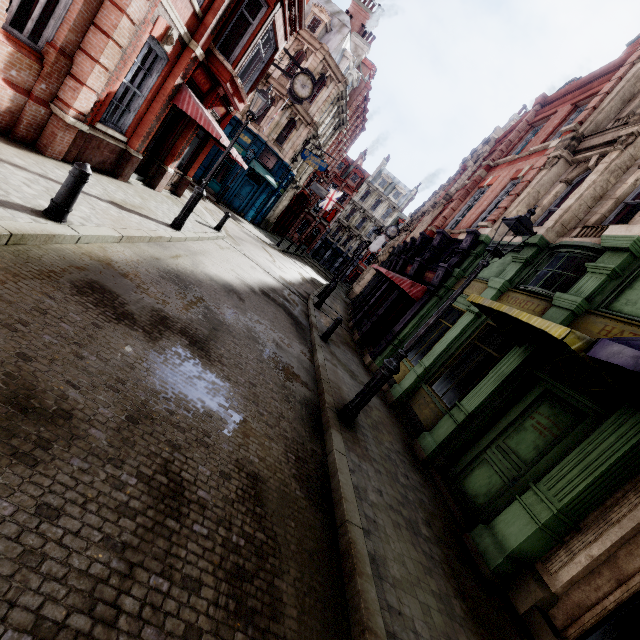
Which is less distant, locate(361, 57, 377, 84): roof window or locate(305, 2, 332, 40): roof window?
locate(305, 2, 332, 40): roof window

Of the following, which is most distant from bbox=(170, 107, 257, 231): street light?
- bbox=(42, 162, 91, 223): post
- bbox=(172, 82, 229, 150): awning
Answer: bbox=(42, 162, 91, 223): post

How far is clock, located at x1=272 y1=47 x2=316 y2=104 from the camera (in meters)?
14.11

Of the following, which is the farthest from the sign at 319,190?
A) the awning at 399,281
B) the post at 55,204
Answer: the post at 55,204

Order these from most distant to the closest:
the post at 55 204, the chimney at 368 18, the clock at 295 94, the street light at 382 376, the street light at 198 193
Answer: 1. the chimney at 368 18
2. the clock at 295 94
3. the street light at 198 193
4. the street light at 382 376
5. the post at 55 204

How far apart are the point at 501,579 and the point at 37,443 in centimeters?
605cm

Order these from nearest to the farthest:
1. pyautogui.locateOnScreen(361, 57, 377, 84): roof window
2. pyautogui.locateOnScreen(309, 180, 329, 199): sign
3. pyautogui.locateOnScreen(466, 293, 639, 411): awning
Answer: pyautogui.locateOnScreen(466, 293, 639, 411): awning
pyautogui.locateOnScreen(361, 57, 377, 84): roof window
pyautogui.locateOnScreen(309, 180, 329, 199): sign

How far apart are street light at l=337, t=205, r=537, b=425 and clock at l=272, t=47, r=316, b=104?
13.1m
